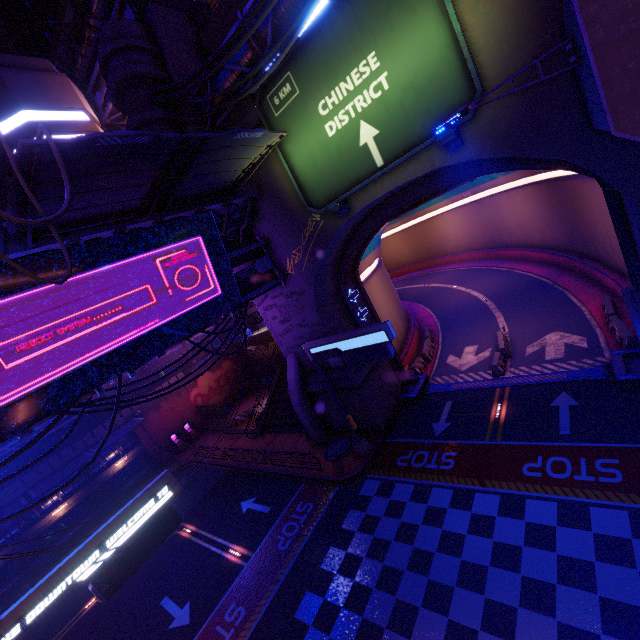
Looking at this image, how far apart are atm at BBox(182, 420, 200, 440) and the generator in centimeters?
644cm

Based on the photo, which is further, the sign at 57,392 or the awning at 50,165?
the sign at 57,392

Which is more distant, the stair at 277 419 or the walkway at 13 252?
the stair at 277 419

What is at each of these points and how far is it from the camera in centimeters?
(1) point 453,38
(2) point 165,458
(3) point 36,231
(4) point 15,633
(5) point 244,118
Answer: (1) sign, 948cm
(2) street light, 3109cm
(3) awning, 927cm
(4) sign, 752cm
(5) wall arch, 1473cm

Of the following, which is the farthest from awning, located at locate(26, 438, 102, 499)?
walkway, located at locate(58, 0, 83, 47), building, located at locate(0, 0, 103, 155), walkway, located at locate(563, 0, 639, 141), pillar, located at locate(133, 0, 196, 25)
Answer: walkway, located at locate(58, 0, 83, 47)

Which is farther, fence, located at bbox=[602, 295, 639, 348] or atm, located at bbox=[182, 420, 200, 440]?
atm, located at bbox=[182, 420, 200, 440]

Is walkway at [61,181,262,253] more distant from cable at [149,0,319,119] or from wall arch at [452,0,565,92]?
cable at [149,0,319,119]

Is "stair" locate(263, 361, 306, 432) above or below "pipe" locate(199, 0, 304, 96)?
below
